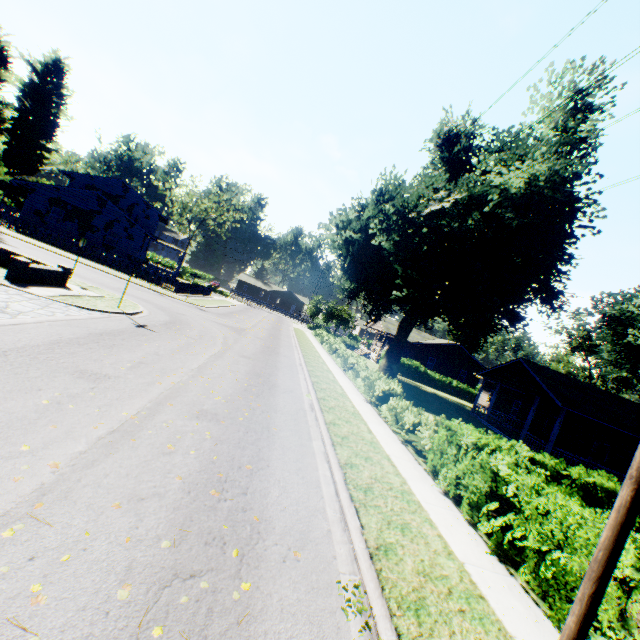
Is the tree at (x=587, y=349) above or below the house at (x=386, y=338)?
above

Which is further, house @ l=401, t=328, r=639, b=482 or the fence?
the fence

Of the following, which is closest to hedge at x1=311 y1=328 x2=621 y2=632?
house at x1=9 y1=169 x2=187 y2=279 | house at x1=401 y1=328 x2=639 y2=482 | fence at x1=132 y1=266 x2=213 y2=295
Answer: house at x1=401 y1=328 x2=639 y2=482

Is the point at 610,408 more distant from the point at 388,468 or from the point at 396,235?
the point at 388,468

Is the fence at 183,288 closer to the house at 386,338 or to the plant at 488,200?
the plant at 488,200

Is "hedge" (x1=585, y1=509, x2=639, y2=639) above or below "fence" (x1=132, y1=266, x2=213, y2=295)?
above

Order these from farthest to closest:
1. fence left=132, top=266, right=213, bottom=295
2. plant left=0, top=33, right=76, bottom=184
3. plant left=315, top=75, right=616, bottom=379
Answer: fence left=132, top=266, right=213, bottom=295, plant left=0, top=33, right=76, bottom=184, plant left=315, top=75, right=616, bottom=379

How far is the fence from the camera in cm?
2981
